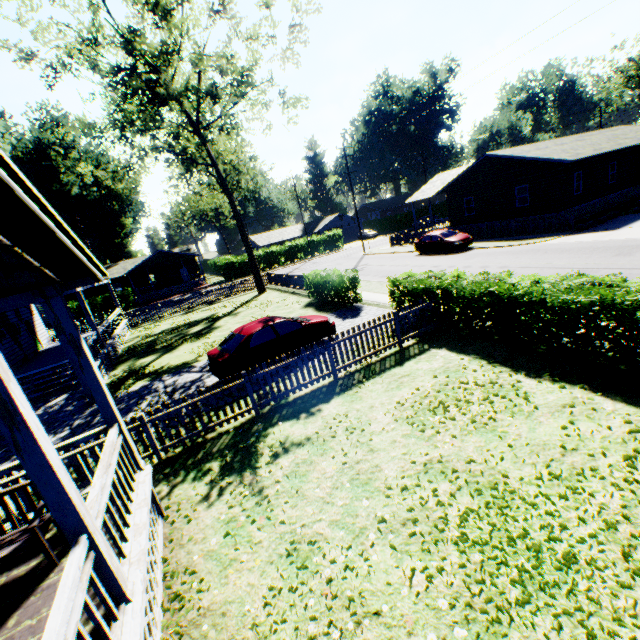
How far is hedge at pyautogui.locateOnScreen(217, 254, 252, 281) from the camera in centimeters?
4534cm

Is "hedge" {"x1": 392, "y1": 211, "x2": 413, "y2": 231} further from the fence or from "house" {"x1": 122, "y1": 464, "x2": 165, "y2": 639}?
"house" {"x1": 122, "y1": 464, "x2": 165, "y2": 639}

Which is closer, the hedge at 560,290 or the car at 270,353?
the hedge at 560,290

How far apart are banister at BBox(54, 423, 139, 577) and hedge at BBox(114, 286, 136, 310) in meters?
41.1

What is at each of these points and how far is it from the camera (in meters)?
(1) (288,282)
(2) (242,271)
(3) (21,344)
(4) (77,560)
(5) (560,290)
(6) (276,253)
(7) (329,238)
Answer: (1) fence, 26.72
(2) hedge, 46.25
(3) house, 19.36
(4) banister, 2.88
(5) hedge, 7.27
(6) hedge, 49.41
(7) hedge, 51.75

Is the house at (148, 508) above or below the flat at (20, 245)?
below

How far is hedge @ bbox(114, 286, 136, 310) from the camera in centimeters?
4041cm

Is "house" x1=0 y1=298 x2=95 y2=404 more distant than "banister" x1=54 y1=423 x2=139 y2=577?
Yes
